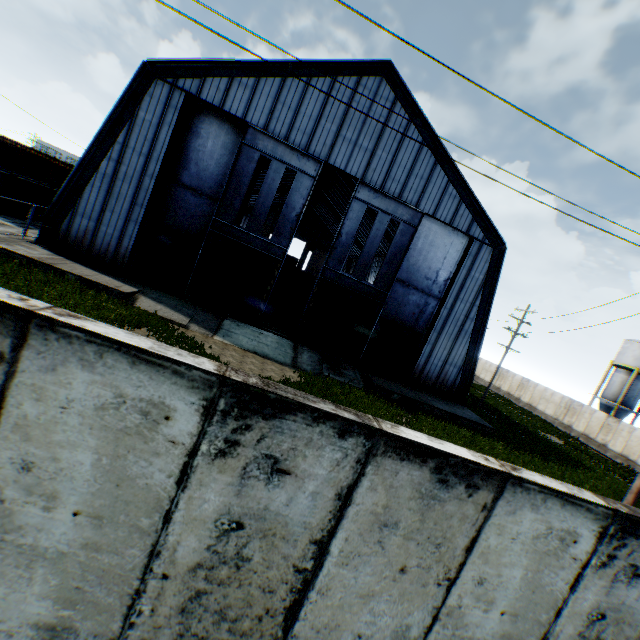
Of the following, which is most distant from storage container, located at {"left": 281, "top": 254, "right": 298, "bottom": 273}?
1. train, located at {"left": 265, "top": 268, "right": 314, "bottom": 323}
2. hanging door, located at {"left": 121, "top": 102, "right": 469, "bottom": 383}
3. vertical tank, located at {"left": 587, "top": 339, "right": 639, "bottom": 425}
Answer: vertical tank, located at {"left": 587, "top": 339, "right": 639, "bottom": 425}

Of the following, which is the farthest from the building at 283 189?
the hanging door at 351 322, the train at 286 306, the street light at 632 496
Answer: the street light at 632 496

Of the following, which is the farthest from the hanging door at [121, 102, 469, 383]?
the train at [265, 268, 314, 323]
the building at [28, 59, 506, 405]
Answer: the train at [265, 268, 314, 323]

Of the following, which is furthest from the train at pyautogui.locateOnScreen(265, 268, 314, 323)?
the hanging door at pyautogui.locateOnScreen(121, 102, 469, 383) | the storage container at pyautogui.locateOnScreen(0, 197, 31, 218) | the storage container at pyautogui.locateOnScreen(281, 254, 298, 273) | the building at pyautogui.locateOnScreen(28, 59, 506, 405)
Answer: the storage container at pyautogui.locateOnScreen(0, 197, 31, 218)

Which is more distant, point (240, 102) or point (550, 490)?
point (240, 102)

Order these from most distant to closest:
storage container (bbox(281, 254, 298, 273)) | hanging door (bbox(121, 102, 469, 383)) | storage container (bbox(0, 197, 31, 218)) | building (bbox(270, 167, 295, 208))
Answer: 1. storage container (bbox(281, 254, 298, 273))
2. building (bbox(270, 167, 295, 208))
3. storage container (bbox(0, 197, 31, 218))
4. hanging door (bbox(121, 102, 469, 383))

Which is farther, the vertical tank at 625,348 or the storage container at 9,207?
the vertical tank at 625,348

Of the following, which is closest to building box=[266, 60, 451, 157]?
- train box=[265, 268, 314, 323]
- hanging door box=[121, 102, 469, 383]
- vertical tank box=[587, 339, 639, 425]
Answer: hanging door box=[121, 102, 469, 383]
